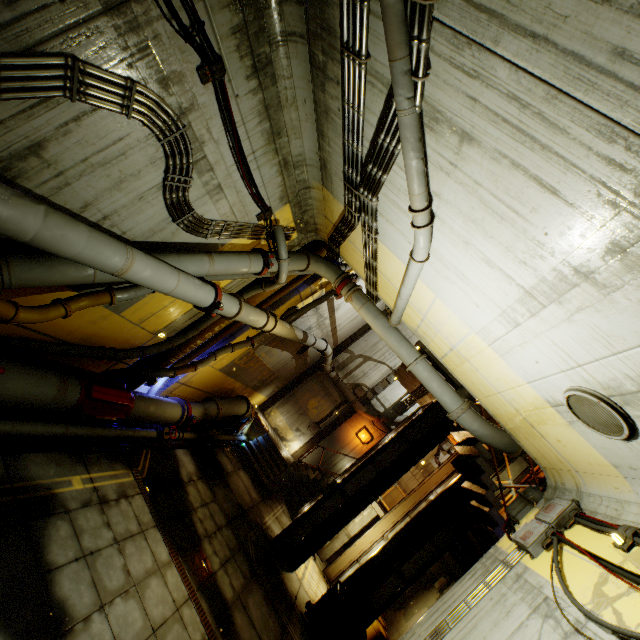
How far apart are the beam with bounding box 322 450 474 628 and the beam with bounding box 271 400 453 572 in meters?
1.2

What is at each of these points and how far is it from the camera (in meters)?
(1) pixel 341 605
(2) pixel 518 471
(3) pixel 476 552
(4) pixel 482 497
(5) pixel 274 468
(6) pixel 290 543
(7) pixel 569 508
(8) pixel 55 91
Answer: (1) trolley, 9.47
(2) beam, 11.46
(3) stairs, 11.84
(4) stairs, 9.70
(5) stairs, 15.30
(6) beam, 11.26
(7) cable, 5.41
(8) pipe, 3.60

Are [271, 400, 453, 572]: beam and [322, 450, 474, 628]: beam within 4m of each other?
yes

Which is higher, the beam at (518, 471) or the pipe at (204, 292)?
the beam at (518, 471)

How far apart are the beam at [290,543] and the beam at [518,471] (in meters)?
2.03

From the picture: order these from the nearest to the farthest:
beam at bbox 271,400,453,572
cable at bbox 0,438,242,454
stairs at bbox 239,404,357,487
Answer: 1. cable at bbox 0,438,242,454
2. beam at bbox 271,400,453,572
3. stairs at bbox 239,404,357,487

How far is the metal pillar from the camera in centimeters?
1502cm

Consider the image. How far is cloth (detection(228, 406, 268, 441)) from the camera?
15.2 meters
